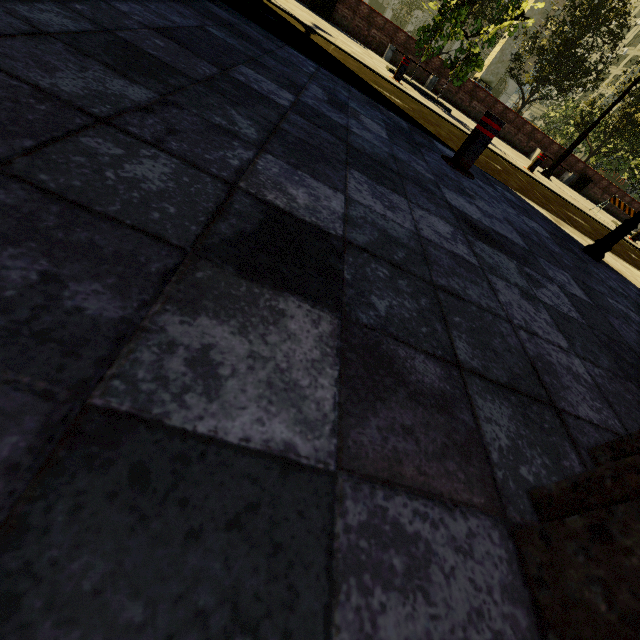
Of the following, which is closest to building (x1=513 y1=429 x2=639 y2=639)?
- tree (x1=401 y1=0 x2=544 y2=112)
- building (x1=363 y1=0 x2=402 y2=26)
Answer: building (x1=363 y1=0 x2=402 y2=26)

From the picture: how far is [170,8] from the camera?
2.28m

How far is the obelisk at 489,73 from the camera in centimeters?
2533cm

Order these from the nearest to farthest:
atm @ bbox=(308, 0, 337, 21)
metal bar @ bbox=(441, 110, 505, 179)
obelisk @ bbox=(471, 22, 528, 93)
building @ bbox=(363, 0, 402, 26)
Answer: metal bar @ bbox=(441, 110, 505, 179), atm @ bbox=(308, 0, 337, 21), obelisk @ bbox=(471, 22, 528, 93), building @ bbox=(363, 0, 402, 26)

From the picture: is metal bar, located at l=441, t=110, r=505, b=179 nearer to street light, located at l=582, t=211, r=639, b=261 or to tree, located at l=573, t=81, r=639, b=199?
street light, located at l=582, t=211, r=639, b=261

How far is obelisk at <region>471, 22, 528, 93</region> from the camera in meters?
25.3 m

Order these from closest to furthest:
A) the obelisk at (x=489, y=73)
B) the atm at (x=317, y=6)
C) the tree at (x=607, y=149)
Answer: the atm at (x=317, y=6) → the tree at (x=607, y=149) → the obelisk at (x=489, y=73)

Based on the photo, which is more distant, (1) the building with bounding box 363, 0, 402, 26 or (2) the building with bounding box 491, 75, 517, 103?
(2) the building with bounding box 491, 75, 517, 103
